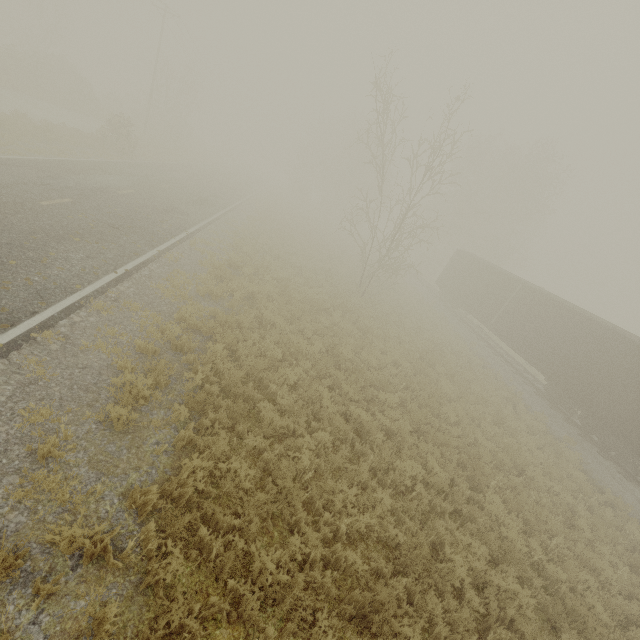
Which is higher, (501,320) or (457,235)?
(457,235)
